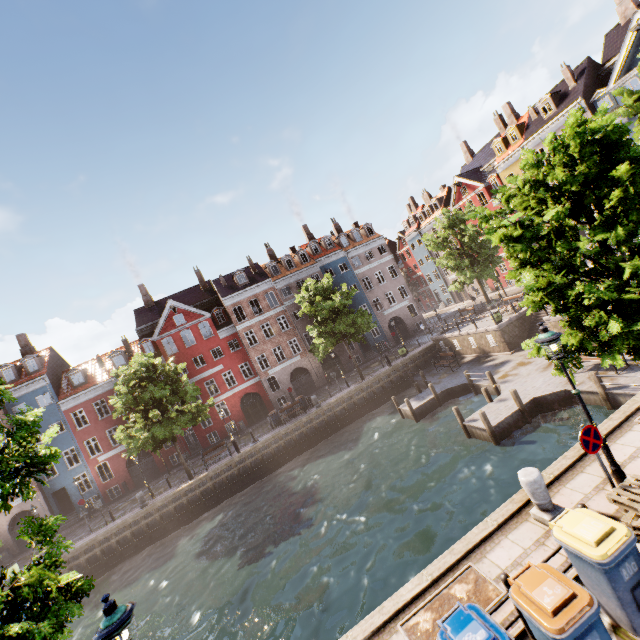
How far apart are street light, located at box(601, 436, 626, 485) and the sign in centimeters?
53cm

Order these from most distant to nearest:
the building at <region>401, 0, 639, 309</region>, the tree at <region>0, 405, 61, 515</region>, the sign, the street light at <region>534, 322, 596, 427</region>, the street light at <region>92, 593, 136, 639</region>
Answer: the building at <region>401, 0, 639, 309</region>, the street light at <region>534, 322, 596, 427</region>, the sign, the tree at <region>0, 405, 61, 515</region>, the street light at <region>92, 593, 136, 639</region>

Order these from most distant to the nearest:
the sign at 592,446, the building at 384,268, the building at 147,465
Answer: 1. the building at 147,465
2. the building at 384,268
3. the sign at 592,446

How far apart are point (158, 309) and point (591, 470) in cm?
4196

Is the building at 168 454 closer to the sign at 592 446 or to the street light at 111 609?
the street light at 111 609

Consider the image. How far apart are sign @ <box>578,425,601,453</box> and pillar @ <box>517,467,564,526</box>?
1.1 meters

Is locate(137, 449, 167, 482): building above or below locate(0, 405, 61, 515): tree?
below

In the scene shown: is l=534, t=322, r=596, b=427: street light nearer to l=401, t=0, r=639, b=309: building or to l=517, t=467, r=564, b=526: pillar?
l=517, t=467, r=564, b=526: pillar
